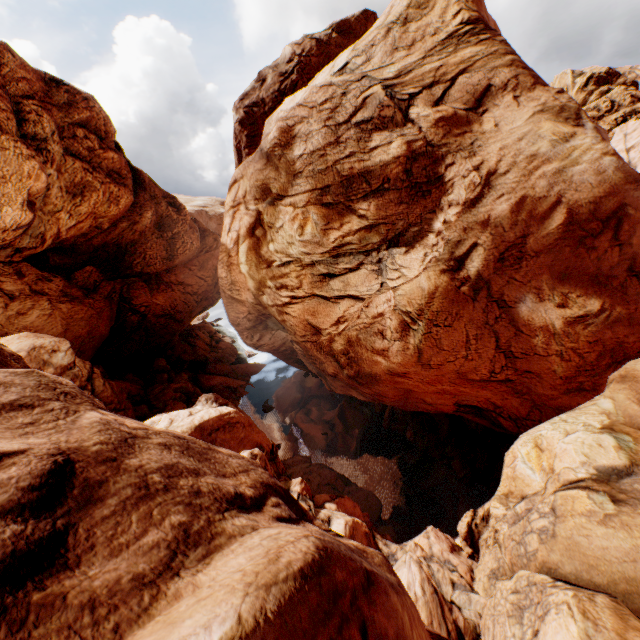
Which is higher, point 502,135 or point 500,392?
point 502,135
